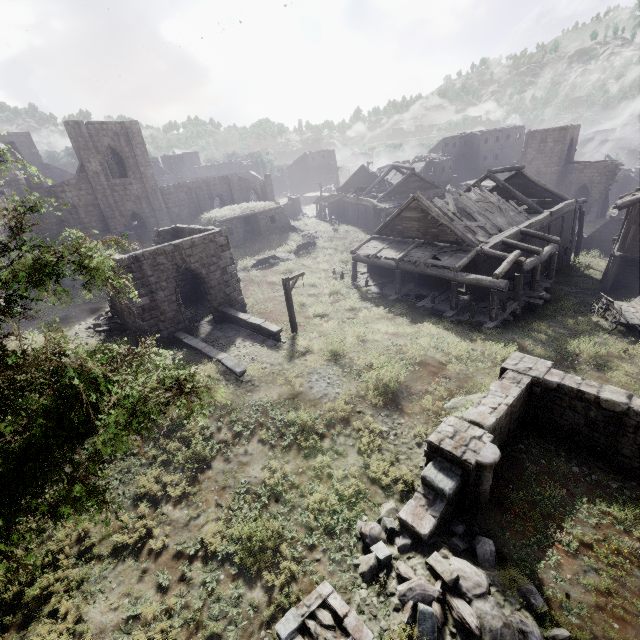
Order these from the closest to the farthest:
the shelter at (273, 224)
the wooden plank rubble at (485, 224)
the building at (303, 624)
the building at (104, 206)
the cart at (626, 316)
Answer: the building at (303, 624) < the building at (104, 206) < the cart at (626, 316) < the wooden plank rubble at (485, 224) < the shelter at (273, 224)

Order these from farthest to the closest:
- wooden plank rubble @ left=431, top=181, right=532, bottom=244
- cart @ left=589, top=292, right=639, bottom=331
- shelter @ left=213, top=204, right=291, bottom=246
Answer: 1. shelter @ left=213, top=204, right=291, bottom=246
2. wooden plank rubble @ left=431, top=181, right=532, bottom=244
3. cart @ left=589, top=292, right=639, bottom=331

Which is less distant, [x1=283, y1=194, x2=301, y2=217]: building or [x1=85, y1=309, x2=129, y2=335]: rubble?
[x1=85, y1=309, x2=129, y2=335]: rubble

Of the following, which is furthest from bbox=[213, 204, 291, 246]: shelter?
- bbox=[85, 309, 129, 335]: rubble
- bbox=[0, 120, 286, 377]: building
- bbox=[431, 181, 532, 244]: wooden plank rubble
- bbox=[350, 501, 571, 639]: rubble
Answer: bbox=[350, 501, 571, 639]: rubble

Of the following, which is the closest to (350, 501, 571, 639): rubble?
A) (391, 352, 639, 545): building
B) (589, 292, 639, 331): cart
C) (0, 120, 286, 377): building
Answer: (391, 352, 639, 545): building

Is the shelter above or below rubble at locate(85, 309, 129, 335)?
above

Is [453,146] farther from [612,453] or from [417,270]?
[612,453]

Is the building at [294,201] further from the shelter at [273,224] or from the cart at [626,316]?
the cart at [626,316]
